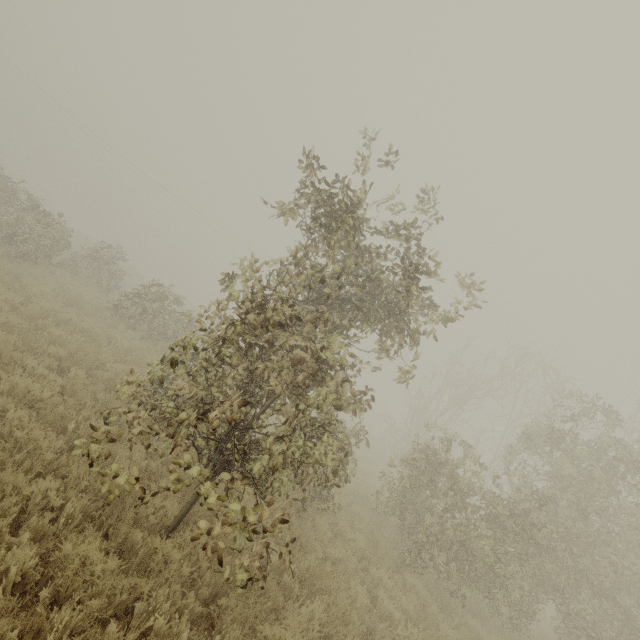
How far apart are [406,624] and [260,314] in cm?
759
